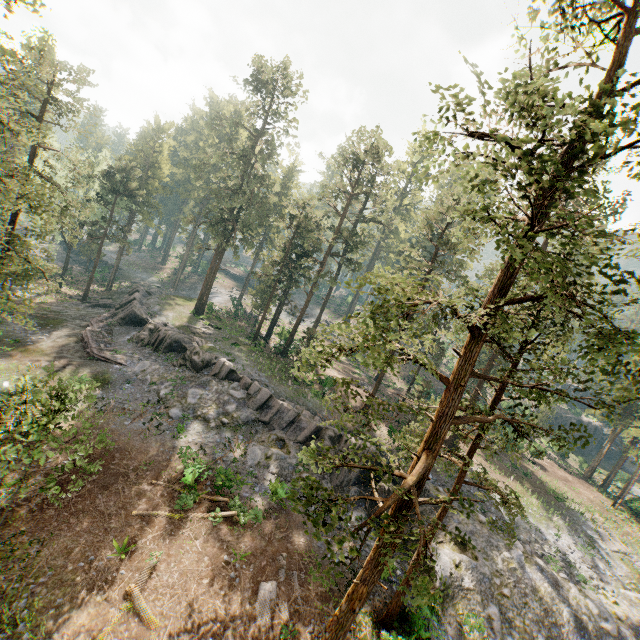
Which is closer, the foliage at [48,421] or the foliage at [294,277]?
the foliage at [294,277]

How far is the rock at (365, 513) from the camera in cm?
2320

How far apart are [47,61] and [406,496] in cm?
3296

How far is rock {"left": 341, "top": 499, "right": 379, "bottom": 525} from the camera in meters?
23.2

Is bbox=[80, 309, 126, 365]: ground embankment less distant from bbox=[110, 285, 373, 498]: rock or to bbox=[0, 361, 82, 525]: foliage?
bbox=[110, 285, 373, 498]: rock

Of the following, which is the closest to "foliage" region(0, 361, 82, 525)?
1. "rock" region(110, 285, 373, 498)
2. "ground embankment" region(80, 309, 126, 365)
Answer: "rock" region(110, 285, 373, 498)

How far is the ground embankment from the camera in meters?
29.3 m
